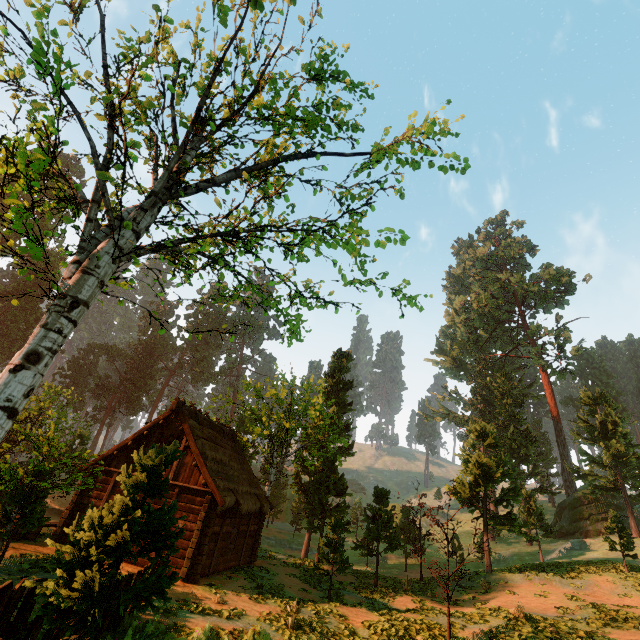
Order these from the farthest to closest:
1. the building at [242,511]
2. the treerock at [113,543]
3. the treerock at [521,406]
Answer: the treerock at [521,406] → the building at [242,511] → the treerock at [113,543]

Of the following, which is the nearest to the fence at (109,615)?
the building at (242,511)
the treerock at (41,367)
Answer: the treerock at (41,367)

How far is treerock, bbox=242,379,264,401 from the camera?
28.5m

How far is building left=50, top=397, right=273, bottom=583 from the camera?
15.71m

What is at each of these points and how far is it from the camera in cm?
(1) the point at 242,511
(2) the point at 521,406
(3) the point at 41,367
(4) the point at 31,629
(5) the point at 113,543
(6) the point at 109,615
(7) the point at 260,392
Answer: (1) building, 1873
(2) treerock, 5128
(3) treerock, 575
(4) fence, 576
(5) treerock, 415
(6) fence, 845
(7) treerock, 2875

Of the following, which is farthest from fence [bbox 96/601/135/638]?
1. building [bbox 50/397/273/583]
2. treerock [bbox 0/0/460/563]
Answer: building [bbox 50/397/273/583]

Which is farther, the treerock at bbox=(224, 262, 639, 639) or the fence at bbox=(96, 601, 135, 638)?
the treerock at bbox=(224, 262, 639, 639)

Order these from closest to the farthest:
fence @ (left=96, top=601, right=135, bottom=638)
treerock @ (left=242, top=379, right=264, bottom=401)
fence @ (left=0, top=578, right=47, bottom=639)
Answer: fence @ (left=0, top=578, right=47, bottom=639) → fence @ (left=96, top=601, right=135, bottom=638) → treerock @ (left=242, top=379, right=264, bottom=401)
